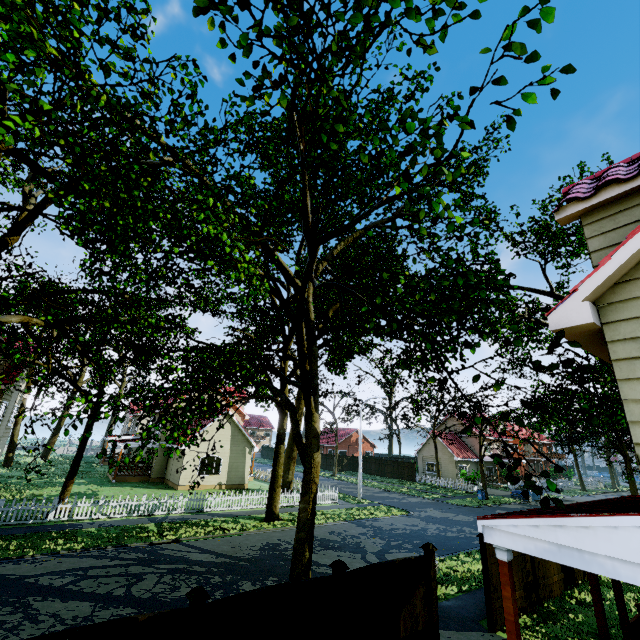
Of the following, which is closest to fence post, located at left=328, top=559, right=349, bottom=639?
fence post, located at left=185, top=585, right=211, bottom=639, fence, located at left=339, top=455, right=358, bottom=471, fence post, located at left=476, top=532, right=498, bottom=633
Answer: fence, located at left=339, top=455, right=358, bottom=471

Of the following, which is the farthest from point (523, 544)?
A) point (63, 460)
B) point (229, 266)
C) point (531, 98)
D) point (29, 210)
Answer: point (63, 460)

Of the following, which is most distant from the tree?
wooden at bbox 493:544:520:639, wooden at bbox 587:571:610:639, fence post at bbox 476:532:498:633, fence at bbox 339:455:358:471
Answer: fence post at bbox 476:532:498:633

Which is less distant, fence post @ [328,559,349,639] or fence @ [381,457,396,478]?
fence post @ [328,559,349,639]

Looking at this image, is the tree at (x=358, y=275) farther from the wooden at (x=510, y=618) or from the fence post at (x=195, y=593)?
the fence post at (x=195, y=593)

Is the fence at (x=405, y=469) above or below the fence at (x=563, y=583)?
above

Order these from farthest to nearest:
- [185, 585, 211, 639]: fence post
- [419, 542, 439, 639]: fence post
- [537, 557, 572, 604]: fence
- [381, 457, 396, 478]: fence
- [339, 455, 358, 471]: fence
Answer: [339, 455, 358, 471]: fence → [381, 457, 396, 478]: fence → [537, 557, 572, 604]: fence → [419, 542, 439, 639]: fence post → [185, 585, 211, 639]: fence post

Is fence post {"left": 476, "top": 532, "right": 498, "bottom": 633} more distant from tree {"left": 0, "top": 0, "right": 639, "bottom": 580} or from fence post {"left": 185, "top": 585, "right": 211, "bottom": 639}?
fence post {"left": 185, "top": 585, "right": 211, "bottom": 639}
